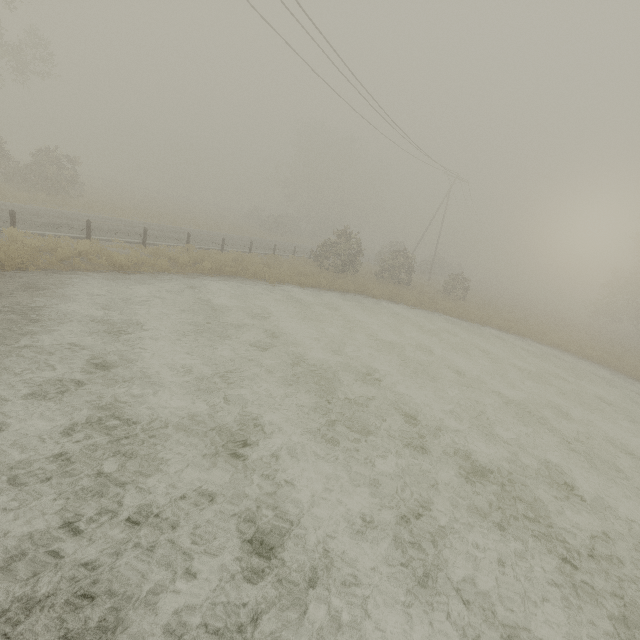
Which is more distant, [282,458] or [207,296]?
[207,296]
